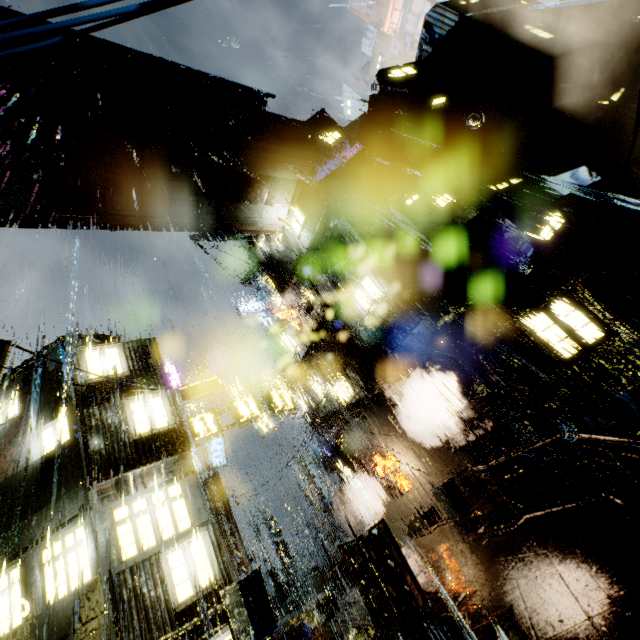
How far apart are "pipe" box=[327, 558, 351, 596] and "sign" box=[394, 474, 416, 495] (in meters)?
6.76

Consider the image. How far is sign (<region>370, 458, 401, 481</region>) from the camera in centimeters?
1925cm

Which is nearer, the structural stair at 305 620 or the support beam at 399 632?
the structural stair at 305 620

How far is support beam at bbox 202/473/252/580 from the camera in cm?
1966

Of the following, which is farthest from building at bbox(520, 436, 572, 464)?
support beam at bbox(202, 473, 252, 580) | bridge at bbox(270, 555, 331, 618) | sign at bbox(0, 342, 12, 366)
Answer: sign at bbox(0, 342, 12, 366)

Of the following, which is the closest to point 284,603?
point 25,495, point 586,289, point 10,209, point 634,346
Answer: point 25,495

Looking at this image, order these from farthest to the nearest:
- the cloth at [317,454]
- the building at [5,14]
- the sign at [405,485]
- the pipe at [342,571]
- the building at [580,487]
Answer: the cloth at [317,454] → the pipe at [342,571] → the sign at [405,485] → the building at [5,14] → the building at [580,487]
